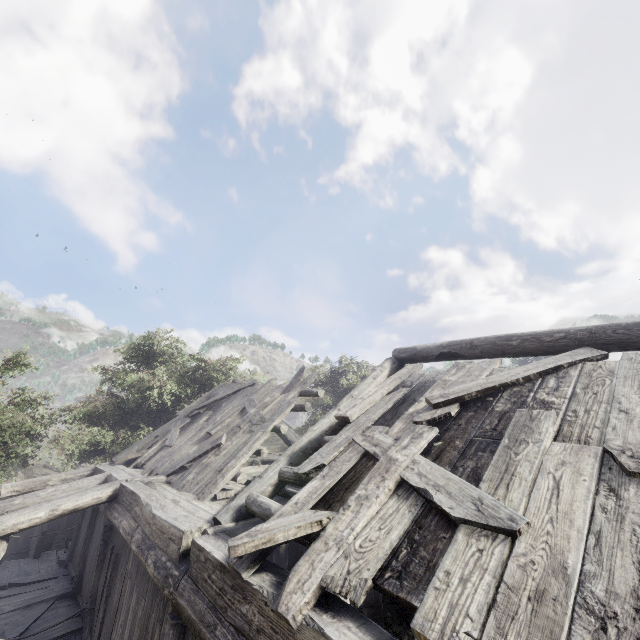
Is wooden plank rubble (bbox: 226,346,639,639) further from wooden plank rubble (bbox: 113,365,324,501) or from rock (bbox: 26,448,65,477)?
rock (bbox: 26,448,65,477)

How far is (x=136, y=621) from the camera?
5.05m

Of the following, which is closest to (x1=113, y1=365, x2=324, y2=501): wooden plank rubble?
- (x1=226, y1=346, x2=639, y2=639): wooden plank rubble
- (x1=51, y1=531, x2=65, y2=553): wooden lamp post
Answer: (x1=226, y1=346, x2=639, y2=639): wooden plank rubble

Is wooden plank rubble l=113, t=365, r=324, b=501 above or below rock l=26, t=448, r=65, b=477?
above

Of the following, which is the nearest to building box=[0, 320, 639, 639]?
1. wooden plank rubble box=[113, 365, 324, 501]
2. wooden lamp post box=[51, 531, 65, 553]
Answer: wooden plank rubble box=[113, 365, 324, 501]

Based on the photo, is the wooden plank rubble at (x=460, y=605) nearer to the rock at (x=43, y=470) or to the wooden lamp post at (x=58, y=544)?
the wooden lamp post at (x=58, y=544)

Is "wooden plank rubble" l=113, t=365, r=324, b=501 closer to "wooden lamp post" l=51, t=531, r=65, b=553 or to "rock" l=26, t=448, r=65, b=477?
"wooden lamp post" l=51, t=531, r=65, b=553

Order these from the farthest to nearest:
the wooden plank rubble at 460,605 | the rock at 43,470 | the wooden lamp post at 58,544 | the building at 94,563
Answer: the rock at 43,470, the wooden lamp post at 58,544, the building at 94,563, the wooden plank rubble at 460,605
